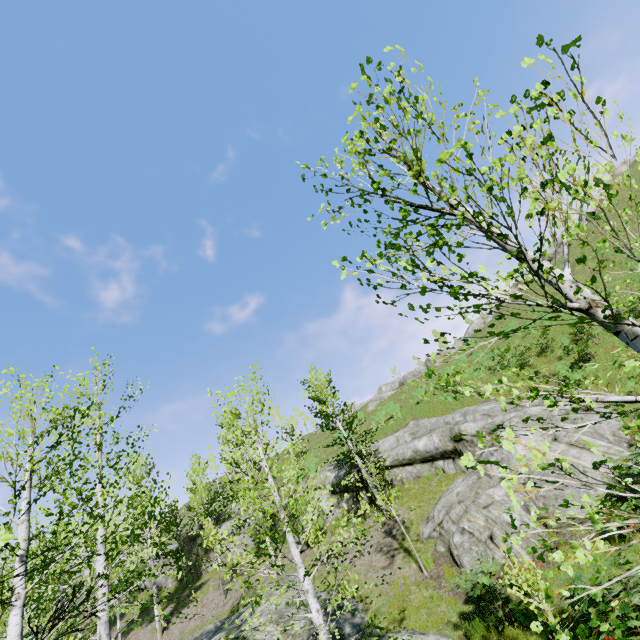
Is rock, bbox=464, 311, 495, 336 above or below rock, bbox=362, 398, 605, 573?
above

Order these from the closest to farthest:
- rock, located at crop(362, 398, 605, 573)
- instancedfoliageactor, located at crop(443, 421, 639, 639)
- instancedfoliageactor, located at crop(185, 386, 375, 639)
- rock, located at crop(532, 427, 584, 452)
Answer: instancedfoliageactor, located at crop(443, 421, 639, 639) → instancedfoliageactor, located at crop(185, 386, 375, 639) → rock, located at crop(362, 398, 605, 573) → rock, located at crop(532, 427, 584, 452)

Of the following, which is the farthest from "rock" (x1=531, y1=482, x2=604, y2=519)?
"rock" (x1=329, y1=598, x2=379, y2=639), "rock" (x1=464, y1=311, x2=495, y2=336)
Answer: "rock" (x1=464, y1=311, x2=495, y2=336)

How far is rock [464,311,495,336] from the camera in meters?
42.0

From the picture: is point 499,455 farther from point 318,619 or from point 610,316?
point 610,316

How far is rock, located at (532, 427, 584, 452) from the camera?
12.23m

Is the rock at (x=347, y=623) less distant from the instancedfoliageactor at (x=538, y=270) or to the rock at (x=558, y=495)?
the instancedfoliageactor at (x=538, y=270)
